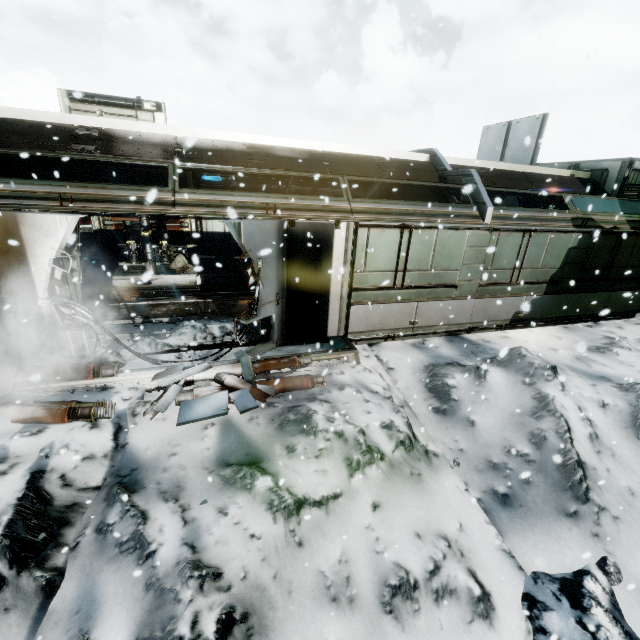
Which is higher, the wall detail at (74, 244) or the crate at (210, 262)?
the wall detail at (74, 244)

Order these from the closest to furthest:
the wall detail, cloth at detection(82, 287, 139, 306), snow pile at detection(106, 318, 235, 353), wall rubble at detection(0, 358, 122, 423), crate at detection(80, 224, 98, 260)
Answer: wall rubble at detection(0, 358, 122, 423) < the wall detail < snow pile at detection(106, 318, 235, 353) < cloth at detection(82, 287, 139, 306) < crate at detection(80, 224, 98, 260)

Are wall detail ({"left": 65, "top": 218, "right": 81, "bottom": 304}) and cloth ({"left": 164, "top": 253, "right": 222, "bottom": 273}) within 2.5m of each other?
no

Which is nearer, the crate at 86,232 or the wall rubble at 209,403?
the wall rubble at 209,403

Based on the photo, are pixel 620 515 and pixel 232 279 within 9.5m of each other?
no

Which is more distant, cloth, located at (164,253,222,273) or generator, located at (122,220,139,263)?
cloth, located at (164,253,222,273)

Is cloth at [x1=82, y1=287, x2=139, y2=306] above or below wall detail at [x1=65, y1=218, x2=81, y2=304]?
below

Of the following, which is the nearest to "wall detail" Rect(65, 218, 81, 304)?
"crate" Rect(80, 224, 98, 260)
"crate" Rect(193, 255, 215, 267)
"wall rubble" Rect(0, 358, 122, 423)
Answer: "wall rubble" Rect(0, 358, 122, 423)
